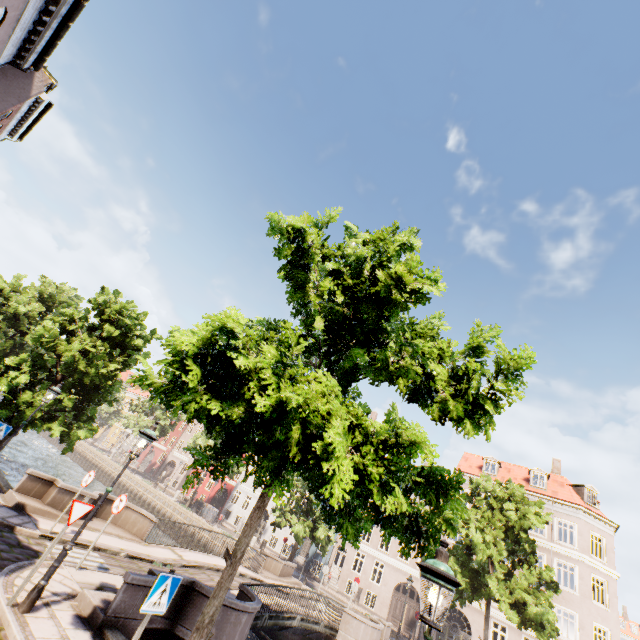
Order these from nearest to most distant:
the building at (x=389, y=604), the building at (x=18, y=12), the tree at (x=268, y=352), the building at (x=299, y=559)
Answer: the tree at (x=268, y=352)
the building at (x=18, y=12)
the building at (x=389, y=604)
the building at (x=299, y=559)

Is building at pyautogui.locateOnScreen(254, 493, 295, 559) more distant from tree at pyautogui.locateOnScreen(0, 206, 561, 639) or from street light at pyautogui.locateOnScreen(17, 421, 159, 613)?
street light at pyautogui.locateOnScreen(17, 421, 159, 613)

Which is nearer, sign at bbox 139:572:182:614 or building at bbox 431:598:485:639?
sign at bbox 139:572:182:614

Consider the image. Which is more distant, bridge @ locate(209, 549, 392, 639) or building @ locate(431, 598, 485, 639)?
building @ locate(431, 598, 485, 639)

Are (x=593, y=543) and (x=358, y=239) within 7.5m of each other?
no

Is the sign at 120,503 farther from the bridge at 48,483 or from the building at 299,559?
the building at 299,559

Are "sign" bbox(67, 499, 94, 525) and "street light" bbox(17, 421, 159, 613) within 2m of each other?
yes

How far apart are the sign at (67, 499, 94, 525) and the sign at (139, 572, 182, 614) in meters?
3.3
